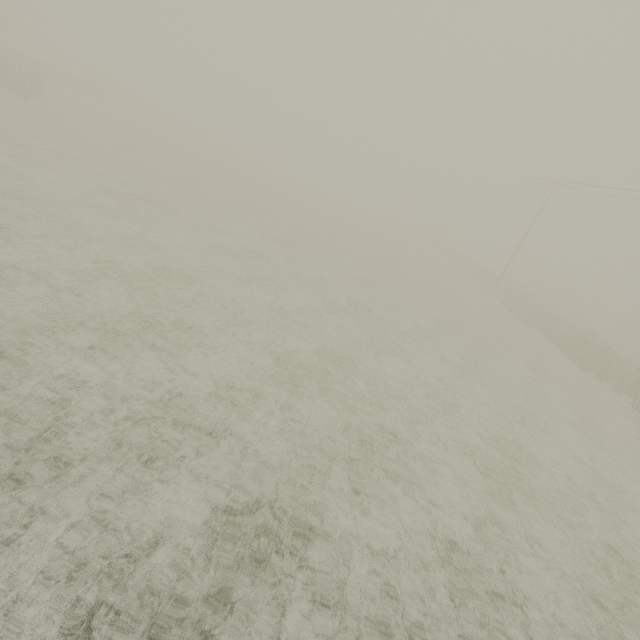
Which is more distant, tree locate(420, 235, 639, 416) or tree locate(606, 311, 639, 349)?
tree locate(606, 311, 639, 349)

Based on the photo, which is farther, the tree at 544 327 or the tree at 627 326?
the tree at 627 326

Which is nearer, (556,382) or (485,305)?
(556,382)
